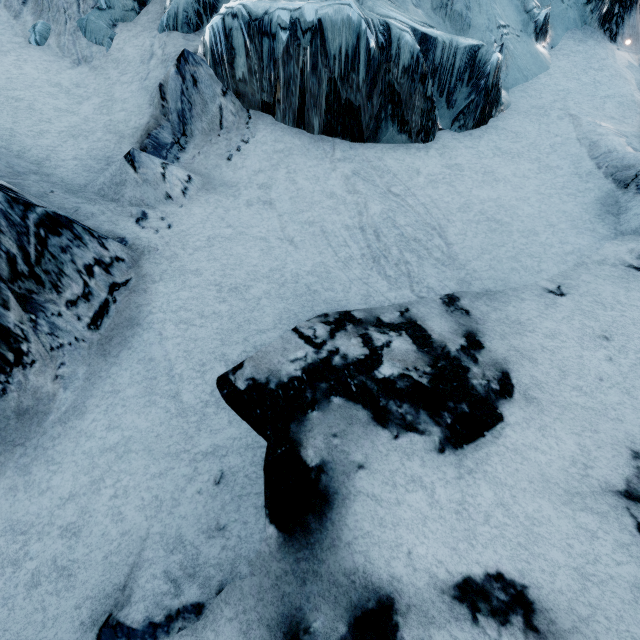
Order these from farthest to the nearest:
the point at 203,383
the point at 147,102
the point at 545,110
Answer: the point at 545,110 < the point at 147,102 < the point at 203,383
